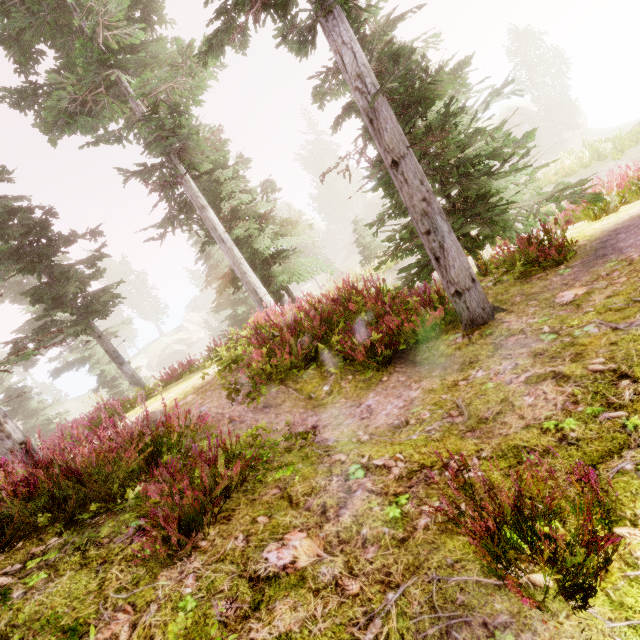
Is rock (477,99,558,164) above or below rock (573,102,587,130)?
above

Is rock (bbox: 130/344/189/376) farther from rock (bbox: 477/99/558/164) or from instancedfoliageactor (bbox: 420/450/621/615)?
rock (bbox: 477/99/558/164)

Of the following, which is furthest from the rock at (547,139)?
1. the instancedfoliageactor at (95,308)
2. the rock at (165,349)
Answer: the rock at (165,349)

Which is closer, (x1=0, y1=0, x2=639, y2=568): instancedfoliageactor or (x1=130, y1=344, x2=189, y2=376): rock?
(x1=0, y1=0, x2=639, y2=568): instancedfoliageactor

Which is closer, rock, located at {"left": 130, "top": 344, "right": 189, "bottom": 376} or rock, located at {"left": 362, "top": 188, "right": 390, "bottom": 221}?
rock, located at {"left": 362, "top": 188, "right": 390, "bottom": 221}

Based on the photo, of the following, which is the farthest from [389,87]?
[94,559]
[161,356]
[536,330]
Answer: [161,356]
